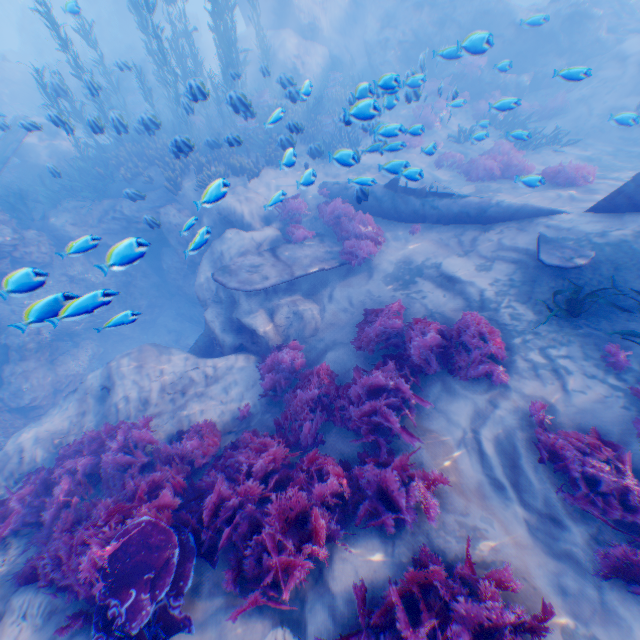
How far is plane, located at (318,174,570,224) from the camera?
8.72m

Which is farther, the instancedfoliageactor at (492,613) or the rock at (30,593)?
the rock at (30,593)

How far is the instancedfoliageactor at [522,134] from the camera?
8.2m

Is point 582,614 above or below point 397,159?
above

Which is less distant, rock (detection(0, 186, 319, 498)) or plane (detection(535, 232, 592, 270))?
plane (detection(535, 232, 592, 270))

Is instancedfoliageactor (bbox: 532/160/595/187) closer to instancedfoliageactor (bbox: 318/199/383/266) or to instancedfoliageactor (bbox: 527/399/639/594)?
instancedfoliageactor (bbox: 318/199/383/266)
